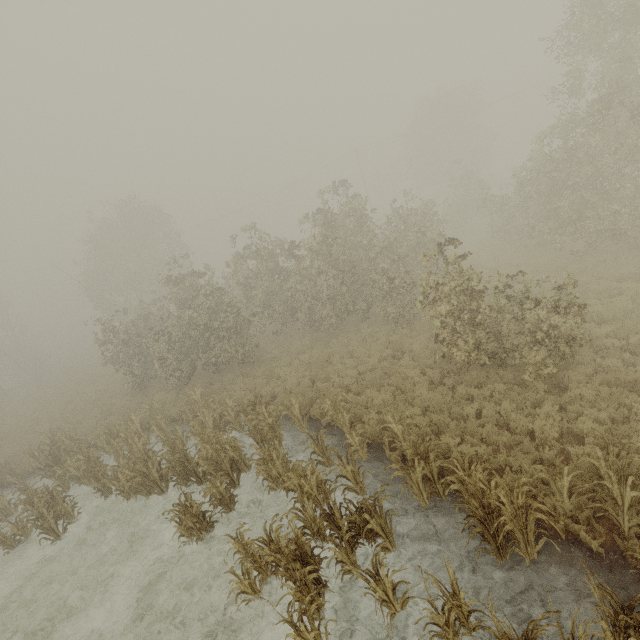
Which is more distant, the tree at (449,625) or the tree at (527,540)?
the tree at (527,540)

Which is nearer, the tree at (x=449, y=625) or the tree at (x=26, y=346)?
the tree at (x=449, y=625)

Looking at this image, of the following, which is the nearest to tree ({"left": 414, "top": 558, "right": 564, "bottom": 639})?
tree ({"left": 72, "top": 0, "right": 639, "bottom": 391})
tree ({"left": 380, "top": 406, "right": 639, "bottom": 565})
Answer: tree ({"left": 380, "top": 406, "right": 639, "bottom": 565})

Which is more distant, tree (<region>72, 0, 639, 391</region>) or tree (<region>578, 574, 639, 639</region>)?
tree (<region>72, 0, 639, 391</region>)

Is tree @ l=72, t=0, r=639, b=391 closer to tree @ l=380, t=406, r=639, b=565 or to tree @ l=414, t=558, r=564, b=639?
tree @ l=380, t=406, r=639, b=565

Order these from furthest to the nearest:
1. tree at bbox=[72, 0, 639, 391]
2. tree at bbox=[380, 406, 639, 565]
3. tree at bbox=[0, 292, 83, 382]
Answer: tree at bbox=[0, 292, 83, 382] < tree at bbox=[72, 0, 639, 391] < tree at bbox=[380, 406, 639, 565]

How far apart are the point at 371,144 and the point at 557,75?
20.9 meters
